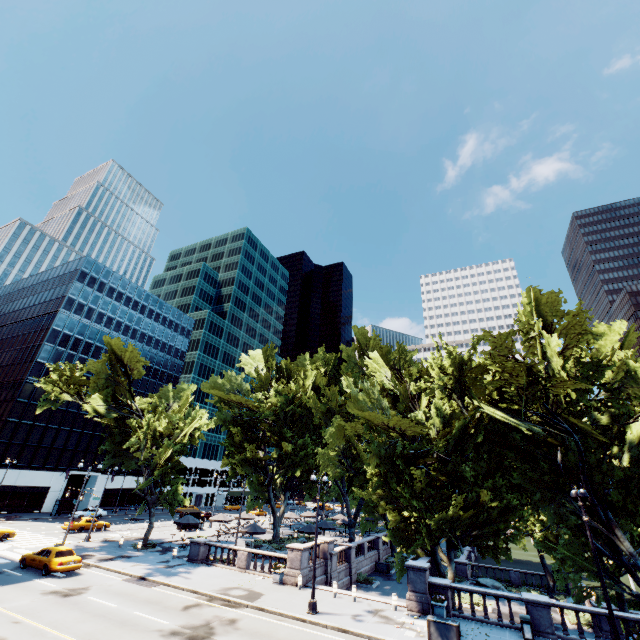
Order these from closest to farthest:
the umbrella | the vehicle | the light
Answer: the light < the vehicle < the umbrella

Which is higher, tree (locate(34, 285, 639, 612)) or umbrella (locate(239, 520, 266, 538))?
tree (locate(34, 285, 639, 612))

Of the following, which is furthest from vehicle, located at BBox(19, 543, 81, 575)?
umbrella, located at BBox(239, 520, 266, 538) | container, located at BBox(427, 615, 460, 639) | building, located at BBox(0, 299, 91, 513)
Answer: building, located at BBox(0, 299, 91, 513)

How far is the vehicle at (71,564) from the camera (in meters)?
22.55

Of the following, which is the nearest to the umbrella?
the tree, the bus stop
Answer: the tree

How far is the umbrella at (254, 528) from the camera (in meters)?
31.47

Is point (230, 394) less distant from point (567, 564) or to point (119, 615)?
point (119, 615)

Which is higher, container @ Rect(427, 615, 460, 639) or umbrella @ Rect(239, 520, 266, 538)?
umbrella @ Rect(239, 520, 266, 538)
